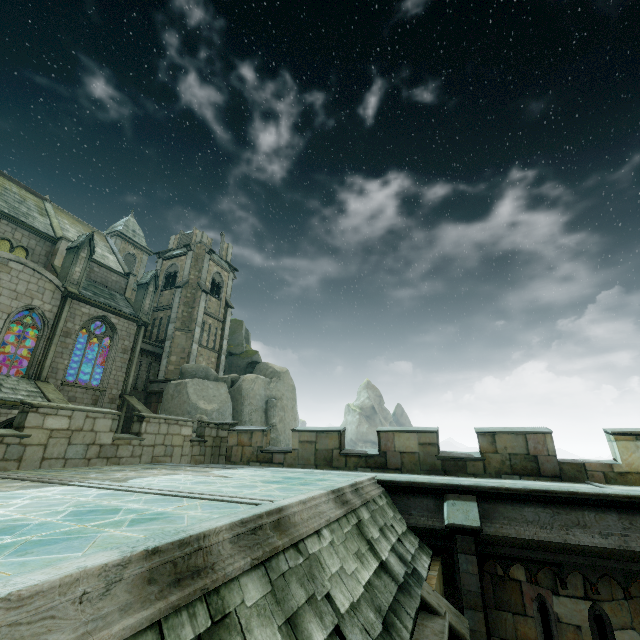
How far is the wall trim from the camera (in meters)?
27.19

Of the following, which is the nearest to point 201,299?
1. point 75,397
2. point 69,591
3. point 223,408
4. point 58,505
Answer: point 223,408

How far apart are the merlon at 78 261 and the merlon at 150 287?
4.6m

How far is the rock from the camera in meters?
25.3

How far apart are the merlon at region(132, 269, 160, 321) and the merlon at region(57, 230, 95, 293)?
4.6m

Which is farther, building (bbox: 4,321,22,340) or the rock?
the rock

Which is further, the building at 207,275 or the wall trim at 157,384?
the wall trim at 157,384

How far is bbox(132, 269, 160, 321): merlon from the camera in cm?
2780
